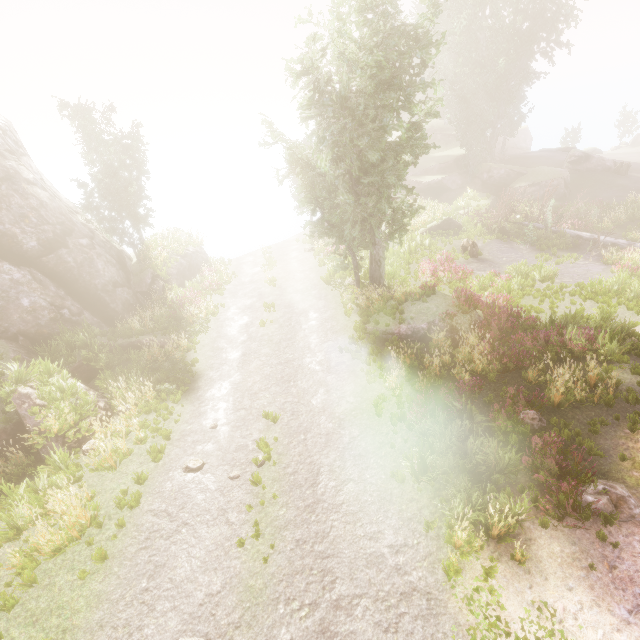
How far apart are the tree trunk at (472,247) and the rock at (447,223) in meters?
3.5 m

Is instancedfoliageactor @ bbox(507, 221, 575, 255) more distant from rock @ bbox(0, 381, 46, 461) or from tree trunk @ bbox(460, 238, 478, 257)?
tree trunk @ bbox(460, 238, 478, 257)

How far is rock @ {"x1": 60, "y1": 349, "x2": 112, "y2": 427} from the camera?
12.28m

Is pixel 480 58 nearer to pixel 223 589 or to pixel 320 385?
pixel 320 385

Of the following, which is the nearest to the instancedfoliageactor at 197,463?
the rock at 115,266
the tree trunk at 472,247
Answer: the rock at 115,266

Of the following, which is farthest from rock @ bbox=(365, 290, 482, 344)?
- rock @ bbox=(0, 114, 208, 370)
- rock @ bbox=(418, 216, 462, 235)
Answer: rock @ bbox=(0, 114, 208, 370)

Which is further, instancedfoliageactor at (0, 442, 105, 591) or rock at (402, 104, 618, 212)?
rock at (402, 104, 618, 212)

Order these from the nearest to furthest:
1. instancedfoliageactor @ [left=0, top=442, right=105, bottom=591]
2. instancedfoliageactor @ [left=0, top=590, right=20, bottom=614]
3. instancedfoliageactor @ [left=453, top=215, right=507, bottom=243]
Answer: instancedfoliageactor @ [left=0, top=590, right=20, bottom=614] < instancedfoliageactor @ [left=0, top=442, right=105, bottom=591] < instancedfoliageactor @ [left=453, top=215, right=507, bottom=243]
